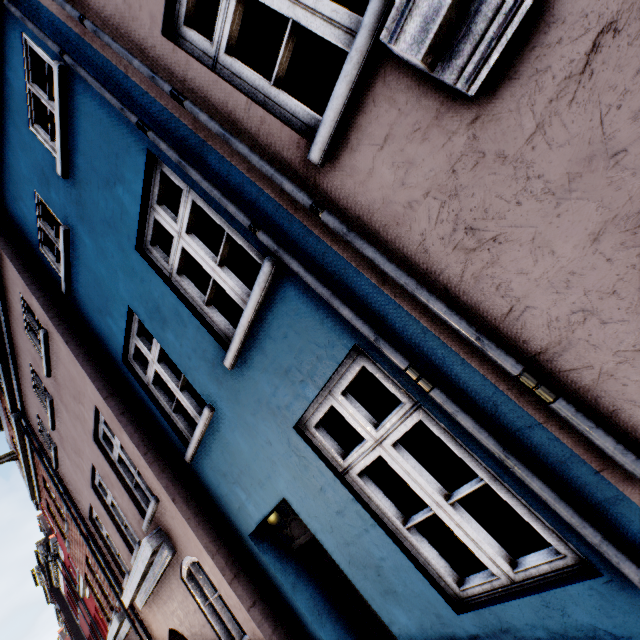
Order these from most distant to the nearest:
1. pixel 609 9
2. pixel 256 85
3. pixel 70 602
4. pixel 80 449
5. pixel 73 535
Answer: pixel 70 602
pixel 73 535
pixel 80 449
pixel 256 85
pixel 609 9
